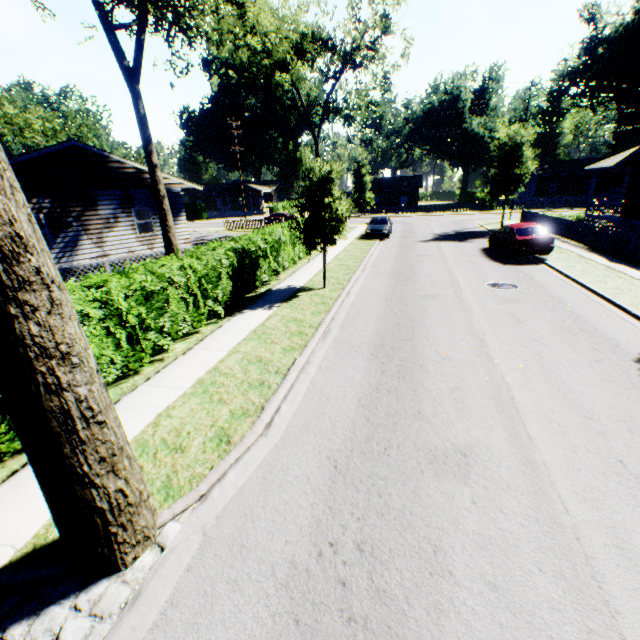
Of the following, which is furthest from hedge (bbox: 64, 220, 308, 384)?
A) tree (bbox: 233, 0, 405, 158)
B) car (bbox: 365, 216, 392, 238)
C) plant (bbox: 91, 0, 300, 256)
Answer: tree (bbox: 233, 0, 405, 158)

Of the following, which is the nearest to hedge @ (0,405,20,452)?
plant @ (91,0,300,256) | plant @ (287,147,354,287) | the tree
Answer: plant @ (91,0,300,256)

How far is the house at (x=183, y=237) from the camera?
19.1 meters

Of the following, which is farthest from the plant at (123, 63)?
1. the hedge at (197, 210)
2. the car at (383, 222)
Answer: the hedge at (197, 210)

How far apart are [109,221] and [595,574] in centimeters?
2145cm

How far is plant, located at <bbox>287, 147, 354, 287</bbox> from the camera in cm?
1195

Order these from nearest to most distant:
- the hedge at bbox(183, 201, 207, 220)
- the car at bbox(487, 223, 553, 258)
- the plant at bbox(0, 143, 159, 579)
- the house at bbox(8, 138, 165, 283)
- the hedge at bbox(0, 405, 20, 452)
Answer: the plant at bbox(0, 143, 159, 579) → the hedge at bbox(0, 405, 20, 452) → the house at bbox(8, 138, 165, 283) → the car at bbox(487, 223, 553, 258) → the hedge at bbox(183, 201, 207, 220)

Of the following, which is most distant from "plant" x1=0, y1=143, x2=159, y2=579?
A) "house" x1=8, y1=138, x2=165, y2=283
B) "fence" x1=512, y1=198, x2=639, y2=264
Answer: "house" x1=8, y1=138, x2=165, y2=283
